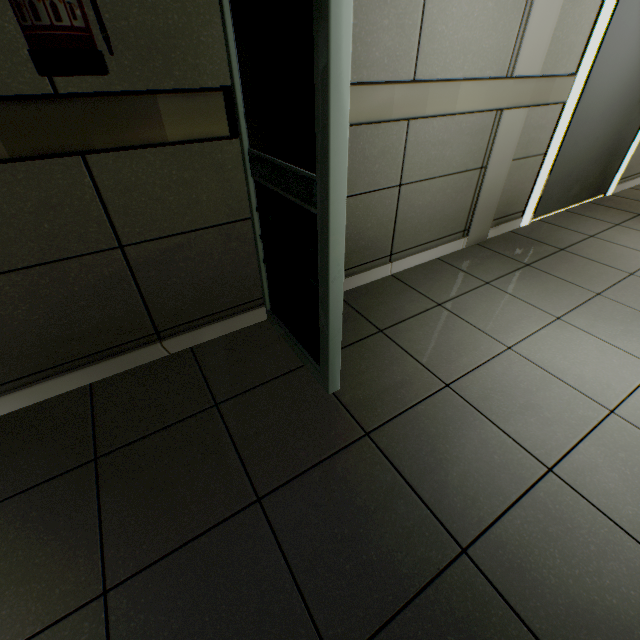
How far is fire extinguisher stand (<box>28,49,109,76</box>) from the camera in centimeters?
89cm

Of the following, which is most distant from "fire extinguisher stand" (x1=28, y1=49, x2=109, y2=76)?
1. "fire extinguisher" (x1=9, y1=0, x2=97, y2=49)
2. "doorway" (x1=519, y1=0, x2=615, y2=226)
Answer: "doorway" (x1=519, y1=0, x2=615, y2=226)

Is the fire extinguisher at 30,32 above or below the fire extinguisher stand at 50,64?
→ above

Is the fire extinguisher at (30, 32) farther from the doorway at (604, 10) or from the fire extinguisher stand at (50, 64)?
the doorway at (604, 10)

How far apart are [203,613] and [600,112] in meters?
4.3

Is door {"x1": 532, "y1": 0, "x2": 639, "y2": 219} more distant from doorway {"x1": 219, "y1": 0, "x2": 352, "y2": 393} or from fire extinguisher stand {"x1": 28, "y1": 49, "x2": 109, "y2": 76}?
fire extinguisher stand {"x1": 28, "y1": 49, "x2": 109, "y2": 76}

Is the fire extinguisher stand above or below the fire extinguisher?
below
